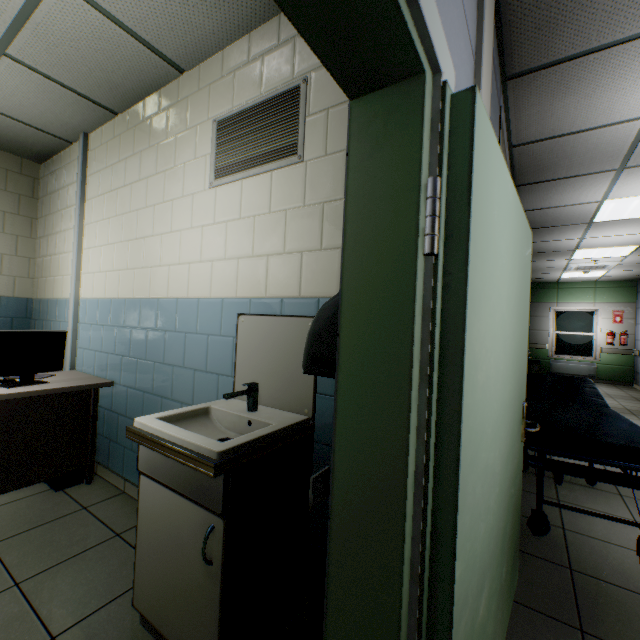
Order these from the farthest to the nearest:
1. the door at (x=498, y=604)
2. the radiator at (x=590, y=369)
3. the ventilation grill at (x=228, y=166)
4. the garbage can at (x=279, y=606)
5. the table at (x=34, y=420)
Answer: the radiator at (x=590, y=369), the table at (x=34, y=420), the ventilation grill at (x=228, y=166), the garbage can at (x=279, y=606), the door at (x=498, y=604)

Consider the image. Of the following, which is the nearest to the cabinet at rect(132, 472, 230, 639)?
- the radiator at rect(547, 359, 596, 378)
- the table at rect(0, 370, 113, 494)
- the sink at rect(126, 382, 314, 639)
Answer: the sink at rect(126, 382, 314, 639)

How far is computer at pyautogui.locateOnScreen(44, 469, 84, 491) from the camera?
2.59m

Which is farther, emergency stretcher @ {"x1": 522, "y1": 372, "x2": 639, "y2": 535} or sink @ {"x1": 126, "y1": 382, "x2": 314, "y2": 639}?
emergency stretcher @ {"x1": 522, "y1": 372, "x2": 639, "y2": 535}

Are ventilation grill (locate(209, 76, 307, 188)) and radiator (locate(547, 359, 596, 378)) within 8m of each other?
no

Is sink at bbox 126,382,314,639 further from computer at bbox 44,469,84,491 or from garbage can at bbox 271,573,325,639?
computer at bbox 44,469,84,491

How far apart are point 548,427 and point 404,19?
2.48m

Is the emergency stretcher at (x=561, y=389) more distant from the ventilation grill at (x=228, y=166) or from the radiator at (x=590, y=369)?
the radiator at (x=590, y=369)
